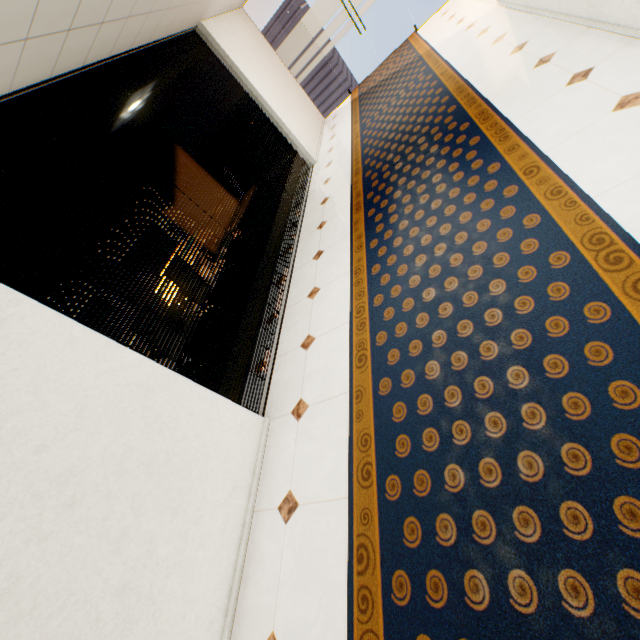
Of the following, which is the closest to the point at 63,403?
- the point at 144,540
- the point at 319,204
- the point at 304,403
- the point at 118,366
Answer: the point at 118,366
